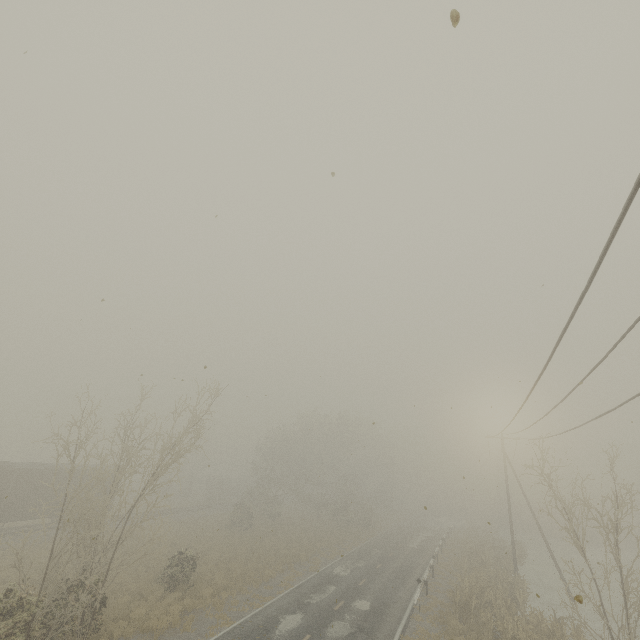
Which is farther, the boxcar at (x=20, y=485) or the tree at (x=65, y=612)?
the boxcar at (x=20, y=485)

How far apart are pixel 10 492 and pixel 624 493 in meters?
38.3 m

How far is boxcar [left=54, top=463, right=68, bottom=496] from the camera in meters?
26.9

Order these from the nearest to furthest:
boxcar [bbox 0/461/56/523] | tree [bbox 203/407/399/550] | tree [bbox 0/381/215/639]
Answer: tree [bbox 0/381/215/639]
boxcar [bbox 0/461/56/523]
tree [bbox 203/407/399/550]

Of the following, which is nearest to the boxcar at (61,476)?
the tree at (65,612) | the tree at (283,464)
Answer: the tree at (65,612)

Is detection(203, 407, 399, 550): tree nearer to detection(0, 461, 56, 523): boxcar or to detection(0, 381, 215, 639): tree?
detection(0, 461, 56, 523): boxcar

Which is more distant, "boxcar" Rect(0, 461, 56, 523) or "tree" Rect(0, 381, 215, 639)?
"boxcar" Rect(0, 461, 56, 523)

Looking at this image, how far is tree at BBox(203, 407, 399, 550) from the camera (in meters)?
41.16
